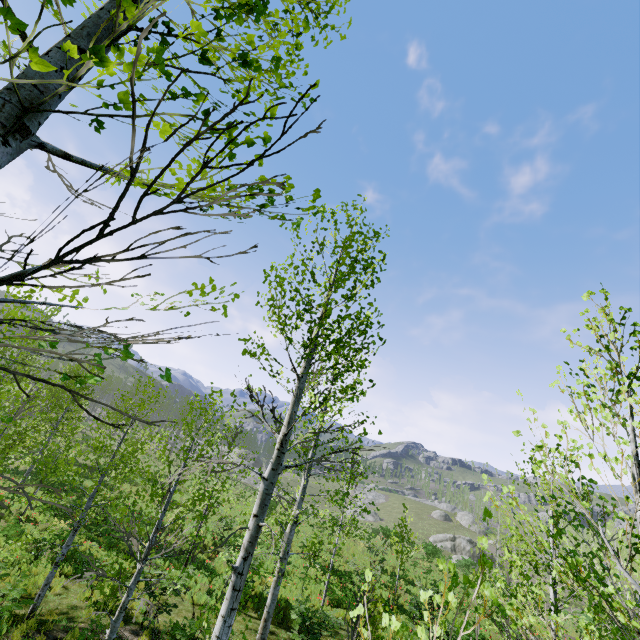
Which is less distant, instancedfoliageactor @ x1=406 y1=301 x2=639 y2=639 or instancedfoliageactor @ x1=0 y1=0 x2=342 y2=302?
instancedfoliageactor @ x1=0 y1=0 x2=342 y2=302

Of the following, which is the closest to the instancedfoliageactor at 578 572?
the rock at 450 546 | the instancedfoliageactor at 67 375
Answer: the instancedfoliageactor at 67 375

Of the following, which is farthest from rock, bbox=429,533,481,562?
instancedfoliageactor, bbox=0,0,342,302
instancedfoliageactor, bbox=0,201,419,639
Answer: instancedfoliageactor, bbox=0,201,419,639

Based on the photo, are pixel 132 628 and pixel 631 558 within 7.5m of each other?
no

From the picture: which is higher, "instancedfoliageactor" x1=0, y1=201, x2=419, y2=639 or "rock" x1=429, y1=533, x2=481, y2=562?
"instancedfoliageactor" x1=0, y1=201, x2=419, y2=639

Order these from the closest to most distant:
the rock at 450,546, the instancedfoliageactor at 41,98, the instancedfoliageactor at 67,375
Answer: the instancedfoliageactor at 41,98 < the instancedfoliageactor at 67,375 < the rock at 450,546

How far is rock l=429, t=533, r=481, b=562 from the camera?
50.66m

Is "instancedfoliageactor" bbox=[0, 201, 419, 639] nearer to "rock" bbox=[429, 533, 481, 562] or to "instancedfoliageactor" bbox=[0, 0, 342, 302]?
"instancedfoliageactor" bbox=[0, 0, 342, 302]
